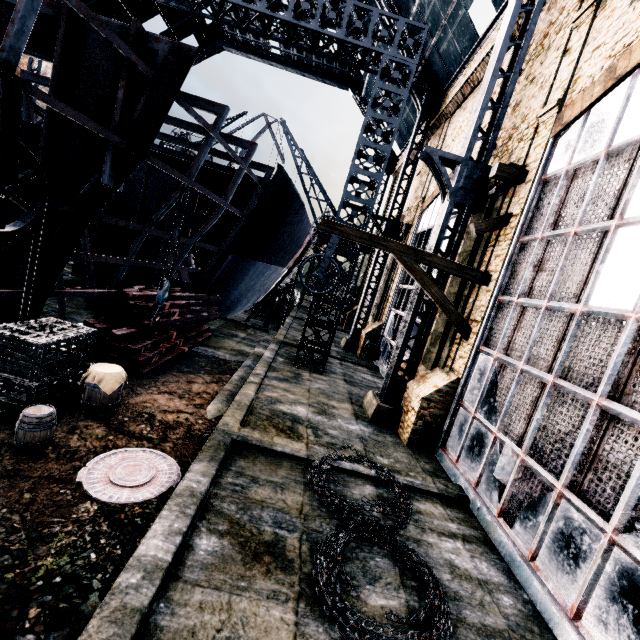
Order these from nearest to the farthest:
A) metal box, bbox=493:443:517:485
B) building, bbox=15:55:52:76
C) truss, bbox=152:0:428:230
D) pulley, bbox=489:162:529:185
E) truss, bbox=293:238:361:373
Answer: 1. metal box, bbox=493:443:517:485
2. pulley, bbox=489:162:529:185
3. truss, bbox=152:0:428:230
4. truss, bbox=293:238:361:373
5. building, bbox=15:55:52:76

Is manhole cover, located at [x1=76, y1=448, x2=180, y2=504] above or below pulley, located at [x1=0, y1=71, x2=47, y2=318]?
below

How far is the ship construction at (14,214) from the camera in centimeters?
820cm

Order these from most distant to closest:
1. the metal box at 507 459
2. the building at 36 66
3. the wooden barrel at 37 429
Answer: the building at 36 66
the metal box at 507 459
the wooden barrel at 37 429

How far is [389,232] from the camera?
22.9m

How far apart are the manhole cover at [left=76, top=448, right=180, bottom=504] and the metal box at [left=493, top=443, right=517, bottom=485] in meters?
7.3

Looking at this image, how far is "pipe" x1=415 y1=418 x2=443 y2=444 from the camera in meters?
10.7

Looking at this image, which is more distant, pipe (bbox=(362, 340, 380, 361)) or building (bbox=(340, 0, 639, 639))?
pipe (bbox=(362, 340, 380, 361))
